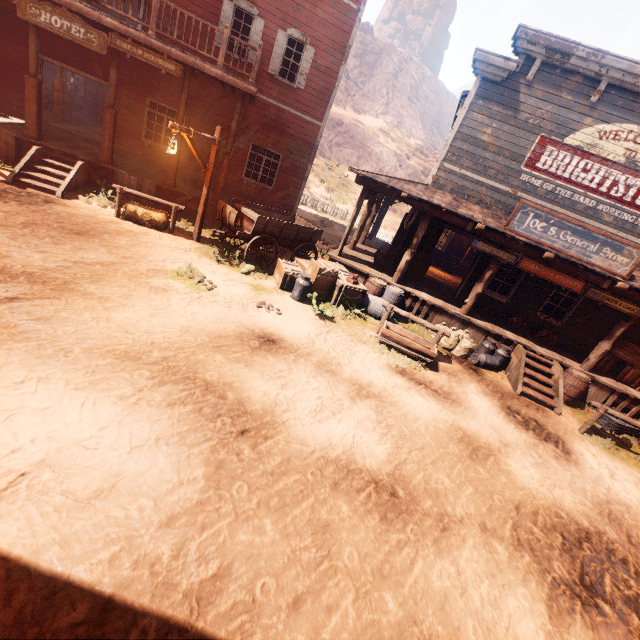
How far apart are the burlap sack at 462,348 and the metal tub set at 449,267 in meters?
8.5 m

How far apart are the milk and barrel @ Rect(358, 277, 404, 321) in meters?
1.7 m

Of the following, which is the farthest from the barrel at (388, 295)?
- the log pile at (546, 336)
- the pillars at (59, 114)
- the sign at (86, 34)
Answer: the pillars at (59, 114)

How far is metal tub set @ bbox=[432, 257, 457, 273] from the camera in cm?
1805

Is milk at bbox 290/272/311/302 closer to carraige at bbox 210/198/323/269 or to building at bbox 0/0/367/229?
carraige at bbox 210/198/323/269

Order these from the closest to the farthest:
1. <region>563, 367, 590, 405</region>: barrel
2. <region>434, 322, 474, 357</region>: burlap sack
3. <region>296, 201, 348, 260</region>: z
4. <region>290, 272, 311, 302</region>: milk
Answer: <region>290, 272, 311, 302</region>: milk < <region>563, 367, 590, 405</region>: barrel < <region>434, 322, 474, 357</region>: burlap sack < <region>296, 201, 348, 260</region>: z

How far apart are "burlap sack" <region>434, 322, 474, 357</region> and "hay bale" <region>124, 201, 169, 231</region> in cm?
897

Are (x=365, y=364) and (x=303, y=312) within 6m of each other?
yes
